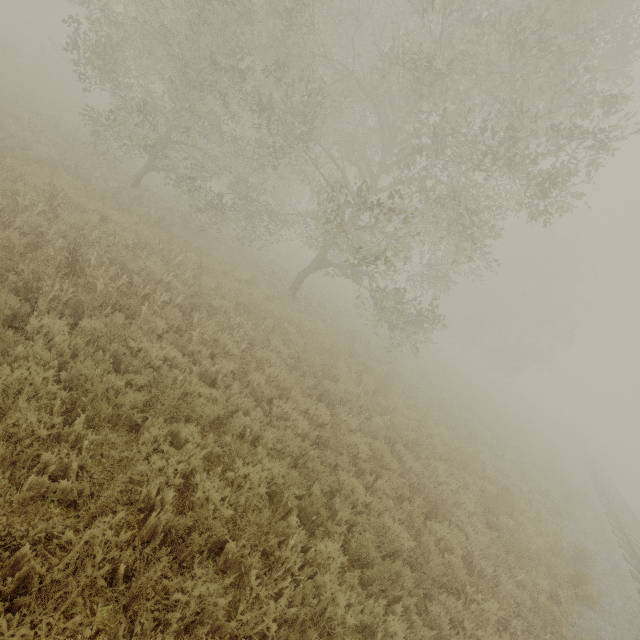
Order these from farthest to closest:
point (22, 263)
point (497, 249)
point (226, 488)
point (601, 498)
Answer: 1. point (497, 249)
2. point (601, 498)
3. point (22, 263)
4. point (226, 488)
